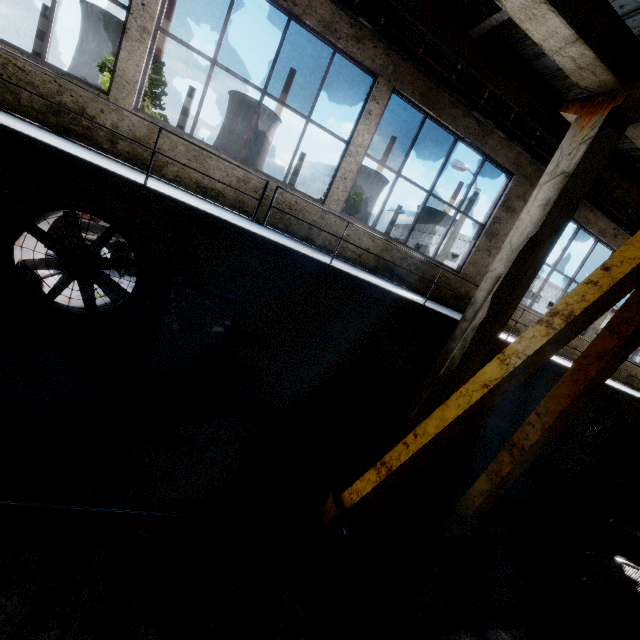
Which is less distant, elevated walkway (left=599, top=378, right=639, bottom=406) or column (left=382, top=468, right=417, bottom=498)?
column (left=382, top=468, right=417, bottom=498)

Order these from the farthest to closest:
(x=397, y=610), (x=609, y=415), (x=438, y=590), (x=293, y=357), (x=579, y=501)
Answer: (x=609, y=415)
(x=579, y=501)
(x=293, y=357)
(x=438, y=590)
(x=397, y=610)

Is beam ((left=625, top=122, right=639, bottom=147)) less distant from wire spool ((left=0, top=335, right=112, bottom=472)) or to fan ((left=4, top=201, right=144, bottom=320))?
fan ((left=4, top=201, right=144, bottom=320))

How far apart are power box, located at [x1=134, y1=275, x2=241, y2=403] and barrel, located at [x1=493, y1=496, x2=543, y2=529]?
7.43m

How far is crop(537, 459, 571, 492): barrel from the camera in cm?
1080

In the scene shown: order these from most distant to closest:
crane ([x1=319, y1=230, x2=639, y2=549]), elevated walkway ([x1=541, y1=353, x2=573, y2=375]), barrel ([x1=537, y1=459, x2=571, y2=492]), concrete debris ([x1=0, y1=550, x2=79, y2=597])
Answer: barrel ([x1=537, y1=459, x2=571, y2=492]) < elevated walkway ([x1=541, y1=353, x2=573, y2=375]) < crane ([x1=319, y1=230, x2=639, y2=549]) < concrete debris ([x1=0, y1=550, x2=79, y2=597])

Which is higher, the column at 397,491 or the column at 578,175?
the column at 578,175

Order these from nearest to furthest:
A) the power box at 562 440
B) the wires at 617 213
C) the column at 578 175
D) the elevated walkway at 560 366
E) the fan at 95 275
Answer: the column at 578 175 → the fan at 95 275 → the elevated walkway at 560 366 → the wires at 617 213 → the power box at 562 440
